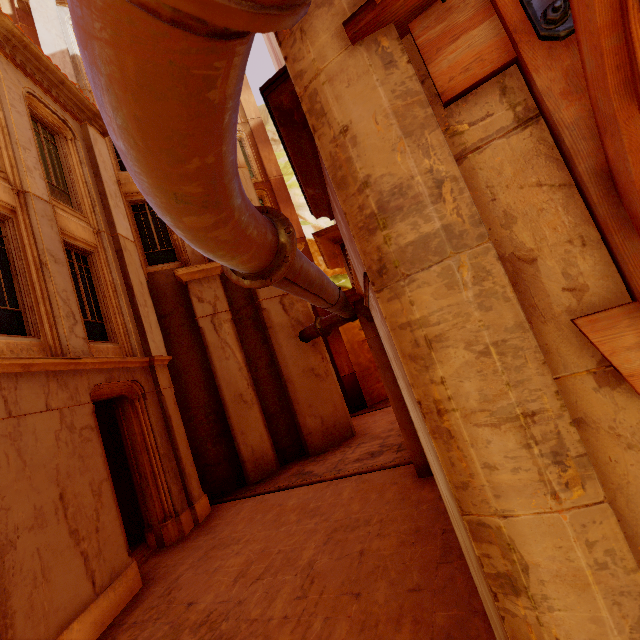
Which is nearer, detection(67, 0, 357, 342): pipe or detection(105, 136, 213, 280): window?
detection(67, 0, 357, 342): pipe

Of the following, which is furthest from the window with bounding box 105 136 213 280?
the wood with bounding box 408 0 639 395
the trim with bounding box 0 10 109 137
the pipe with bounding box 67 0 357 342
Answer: the wood with bounding box 408 0 639 395

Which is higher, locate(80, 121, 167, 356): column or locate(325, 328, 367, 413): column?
locate(80, 121, 167, 356): column

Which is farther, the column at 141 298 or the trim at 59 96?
the column at 141 298

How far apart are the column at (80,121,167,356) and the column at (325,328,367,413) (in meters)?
8.38

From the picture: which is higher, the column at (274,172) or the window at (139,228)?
the column at (274,172)

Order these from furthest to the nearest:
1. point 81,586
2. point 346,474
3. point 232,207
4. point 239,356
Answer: point 239,356
point 346,474
point 81,586
point 232,207

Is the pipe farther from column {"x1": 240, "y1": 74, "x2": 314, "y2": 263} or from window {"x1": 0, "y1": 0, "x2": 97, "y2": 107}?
column {"x1": 240, "y1": 74, "x2": 314, "y2": 263}
